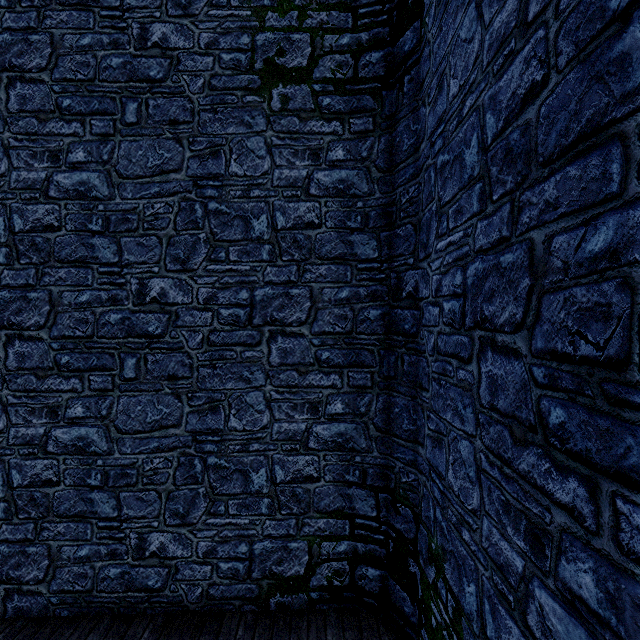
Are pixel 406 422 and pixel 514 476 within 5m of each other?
yes
